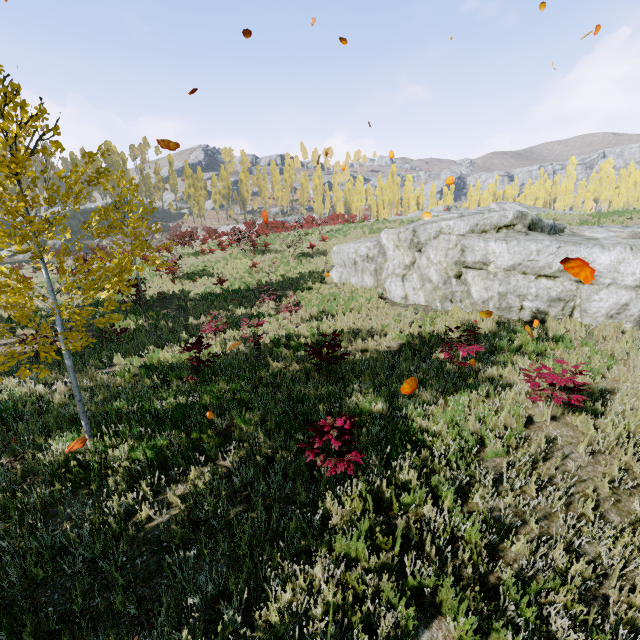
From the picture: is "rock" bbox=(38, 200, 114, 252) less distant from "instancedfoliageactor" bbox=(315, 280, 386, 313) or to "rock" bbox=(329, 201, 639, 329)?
"instancedfoliageactor" bbox=(315, 280, 386, 313)

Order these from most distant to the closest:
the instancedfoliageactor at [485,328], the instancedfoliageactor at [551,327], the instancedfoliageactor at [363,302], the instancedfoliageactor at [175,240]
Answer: the instancedfoliageactor at [363,302]
the instancedfoliageactor at [551,327]
the instancedfoliageactor at [485,328]
the instancedfoliageactor at [175,240]

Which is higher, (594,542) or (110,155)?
(110,155)

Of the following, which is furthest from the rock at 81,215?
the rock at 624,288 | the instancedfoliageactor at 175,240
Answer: the rock at 624,288

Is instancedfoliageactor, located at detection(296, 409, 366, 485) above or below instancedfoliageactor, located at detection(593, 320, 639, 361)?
above

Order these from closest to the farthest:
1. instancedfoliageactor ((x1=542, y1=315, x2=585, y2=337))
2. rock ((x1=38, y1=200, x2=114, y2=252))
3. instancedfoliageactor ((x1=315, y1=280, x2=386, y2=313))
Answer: instancedfoliageactor ((x1=542, y1=315, x2=585, y2=337)) → instancedfoliageactor ((x1=315, y1=280, x2=386, y2=313)) → rock ((x1=38, y1=200, x2=114, y2=252))

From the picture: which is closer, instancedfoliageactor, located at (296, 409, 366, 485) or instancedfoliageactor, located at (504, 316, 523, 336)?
instancedfoliageactor, located at (296, 409, 366, 485)
